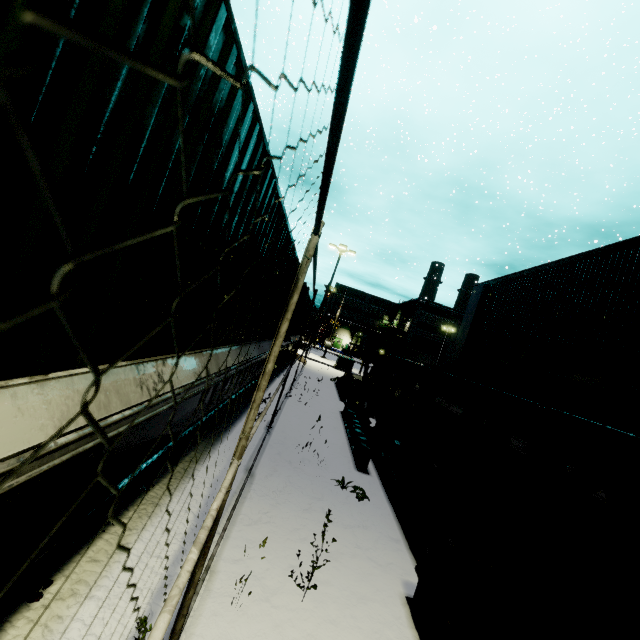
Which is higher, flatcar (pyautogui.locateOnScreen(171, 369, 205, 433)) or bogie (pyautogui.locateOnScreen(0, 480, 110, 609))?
flatcar (pyautogui.locateOnScreen(171, 369, 205, 433))

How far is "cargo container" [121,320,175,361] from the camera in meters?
2.4 m

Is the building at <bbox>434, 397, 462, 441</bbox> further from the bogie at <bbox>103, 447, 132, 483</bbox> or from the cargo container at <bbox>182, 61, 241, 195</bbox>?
the bogie at <bbox>103, 447, 132, 483</bbox>

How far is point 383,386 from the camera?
14.71m

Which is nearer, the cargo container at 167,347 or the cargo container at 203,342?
the cargo container at 167,347

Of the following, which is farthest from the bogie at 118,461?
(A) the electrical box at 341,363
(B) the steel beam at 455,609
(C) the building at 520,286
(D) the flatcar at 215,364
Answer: (A) the electrical box at 341,363

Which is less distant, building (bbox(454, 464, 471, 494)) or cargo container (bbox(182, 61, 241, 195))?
cargo container (bbox(182, 61, 241, 195))
